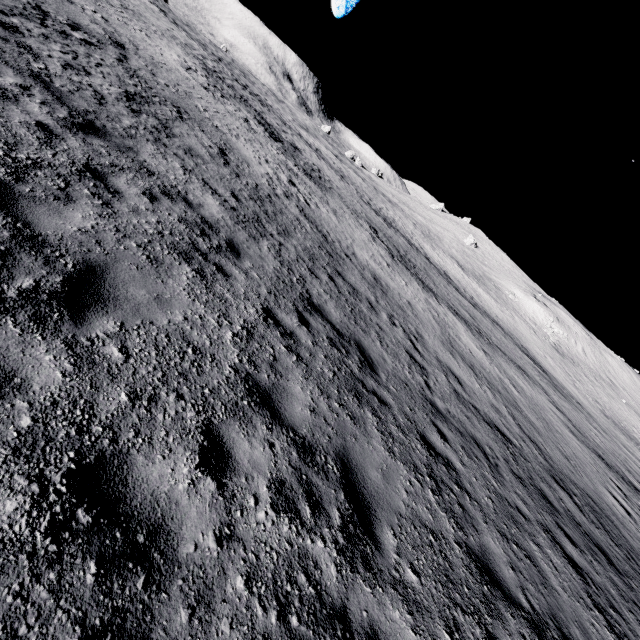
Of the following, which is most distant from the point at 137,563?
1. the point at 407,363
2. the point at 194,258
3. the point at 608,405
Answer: the point at 608,405
